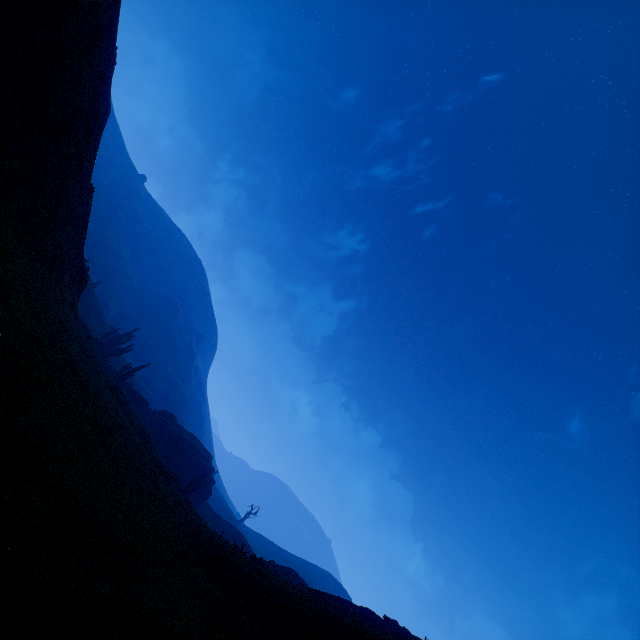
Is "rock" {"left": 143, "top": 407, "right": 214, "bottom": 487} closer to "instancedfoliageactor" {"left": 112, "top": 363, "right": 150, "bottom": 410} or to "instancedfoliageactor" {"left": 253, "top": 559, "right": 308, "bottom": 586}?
"instancedfoliageactor" {"left": 112, "top": 363, "right": 150, "bottom": 410}

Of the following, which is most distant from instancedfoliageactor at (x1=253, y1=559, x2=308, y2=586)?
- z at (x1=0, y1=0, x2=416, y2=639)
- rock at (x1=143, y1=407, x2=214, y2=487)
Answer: rock at (x1=143, y1=407, x2=214, y2=487)

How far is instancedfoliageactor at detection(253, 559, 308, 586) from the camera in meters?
12.1

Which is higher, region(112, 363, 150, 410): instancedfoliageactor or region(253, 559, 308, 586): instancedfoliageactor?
region(253, 559, 308, 586): instancedfoliageactor

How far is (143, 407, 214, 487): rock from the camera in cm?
4125

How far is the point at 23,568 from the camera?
2.7 meters

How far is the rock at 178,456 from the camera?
41.2m

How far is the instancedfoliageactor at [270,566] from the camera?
12.1m
